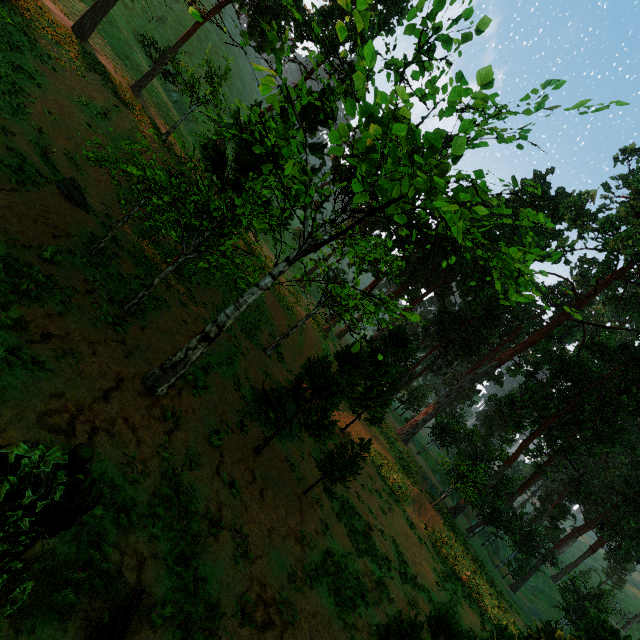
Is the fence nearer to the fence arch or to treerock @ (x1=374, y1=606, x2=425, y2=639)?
treerock @ (x1=374, y1=606, x2=425, y2=639)

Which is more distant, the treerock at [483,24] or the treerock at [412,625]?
the treerock at [412,625]

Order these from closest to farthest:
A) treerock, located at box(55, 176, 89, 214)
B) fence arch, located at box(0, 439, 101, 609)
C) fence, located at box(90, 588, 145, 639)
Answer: fence arch, located at box(0, 439, 101, 609) < fence, located at box(90, 588, 145, 639) < treerock, located at box(55, 176, 89, 214)

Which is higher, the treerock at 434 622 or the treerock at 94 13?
the treerock at 94 13

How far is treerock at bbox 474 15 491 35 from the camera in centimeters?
549cm

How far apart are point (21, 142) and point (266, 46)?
25.7 meters
